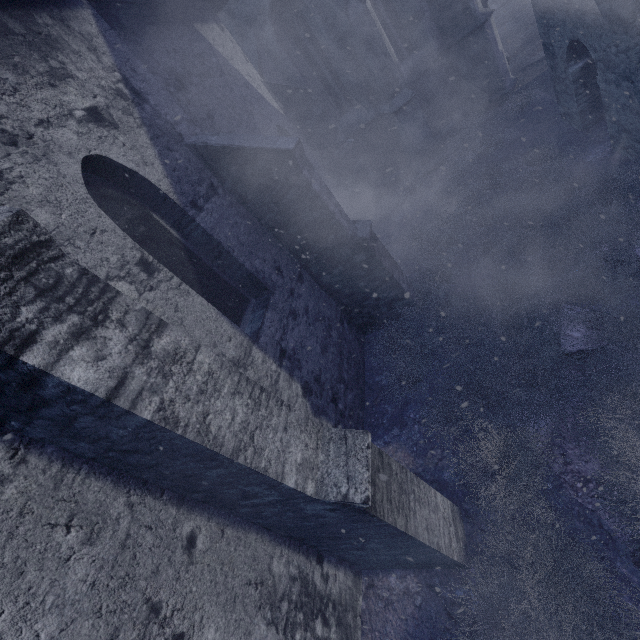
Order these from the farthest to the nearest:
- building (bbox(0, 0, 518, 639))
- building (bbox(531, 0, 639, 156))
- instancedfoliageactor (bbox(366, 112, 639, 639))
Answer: building (bbox(531, 0, 639, 156)) → instancedfoliageactor (bbox(366, 112, 639, 639)) → building (bbox(0, 0, 518, 639))

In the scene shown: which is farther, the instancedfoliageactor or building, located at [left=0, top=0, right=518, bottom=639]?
the instancedfoliageactor

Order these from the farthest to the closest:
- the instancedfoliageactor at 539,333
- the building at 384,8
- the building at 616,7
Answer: the building at 616,7, the instancedfoliageactor at 539,333, the building at 384,8

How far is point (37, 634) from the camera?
1.9m

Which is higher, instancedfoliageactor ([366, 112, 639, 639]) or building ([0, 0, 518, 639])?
building ([0, 0, 518, 639])

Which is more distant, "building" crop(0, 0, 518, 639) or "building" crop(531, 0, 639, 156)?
"building" crop(531, 0, 639, 156)

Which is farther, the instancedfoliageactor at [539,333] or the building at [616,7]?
the building at [616,7]
